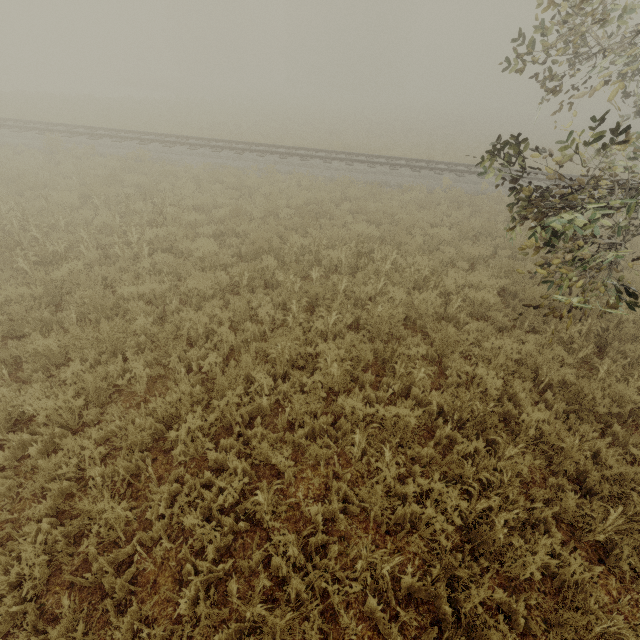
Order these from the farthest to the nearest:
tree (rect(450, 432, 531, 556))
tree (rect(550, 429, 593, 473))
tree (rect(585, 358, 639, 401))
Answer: tree (rect(585, 358, 639, 401)) < tree (rect(550, 429, 593, 473)) < tree (rect(450, 432, 531, 556))

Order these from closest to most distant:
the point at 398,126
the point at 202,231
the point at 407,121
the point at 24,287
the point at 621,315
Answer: the point at 24,287, the point at 621,315, the point at 202,231, the point at 398,126, the point at 407,121

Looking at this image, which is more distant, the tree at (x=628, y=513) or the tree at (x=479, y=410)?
the tree at (x=479, y=410)

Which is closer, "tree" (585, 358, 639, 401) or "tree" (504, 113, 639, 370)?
"tree" (504, 113, 639, 370)

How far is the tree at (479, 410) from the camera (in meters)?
4.64

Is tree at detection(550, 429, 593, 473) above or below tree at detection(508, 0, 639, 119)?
below

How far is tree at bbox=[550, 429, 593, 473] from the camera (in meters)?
4.14
